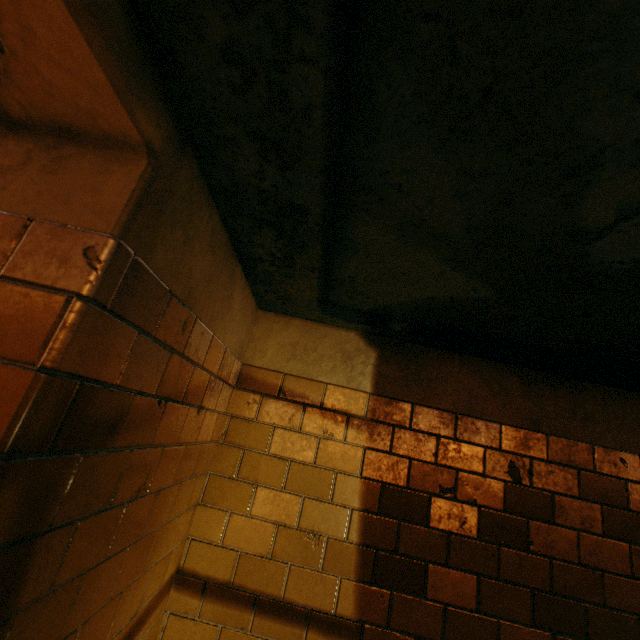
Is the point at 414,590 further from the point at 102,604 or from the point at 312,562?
the point at 102,604
